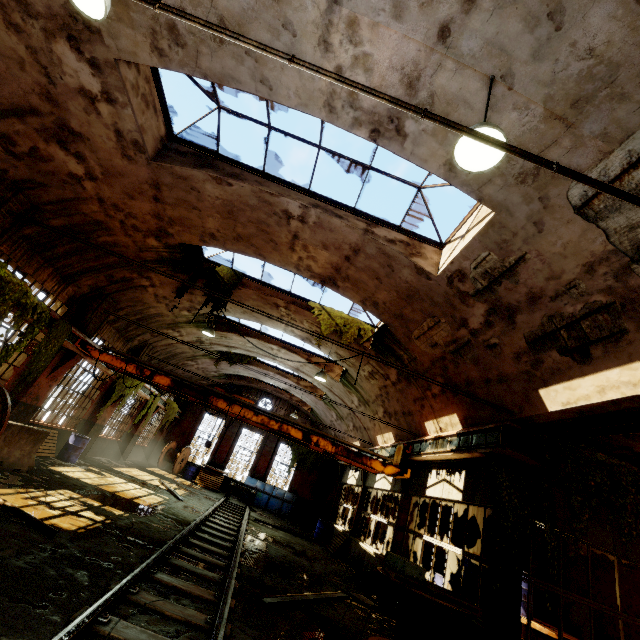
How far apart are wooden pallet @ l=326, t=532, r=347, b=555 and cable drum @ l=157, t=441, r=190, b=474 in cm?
1192

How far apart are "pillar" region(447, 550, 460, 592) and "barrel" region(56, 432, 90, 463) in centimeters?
1665cm

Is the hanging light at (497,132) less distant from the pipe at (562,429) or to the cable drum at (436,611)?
the pipe at (562,429)

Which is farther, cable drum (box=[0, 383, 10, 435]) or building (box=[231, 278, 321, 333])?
building (box=[231, 278, 321, 333])

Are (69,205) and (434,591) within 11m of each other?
no

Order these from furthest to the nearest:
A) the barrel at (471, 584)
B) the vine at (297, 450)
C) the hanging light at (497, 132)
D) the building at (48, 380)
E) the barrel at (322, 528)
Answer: the vine at (297, 450)
the barrel at (322, 528)
the barrel at (471, 584)
the building at (48, 380)
the hanging light at (497, 132)

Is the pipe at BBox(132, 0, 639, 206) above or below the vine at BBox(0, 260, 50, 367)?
above

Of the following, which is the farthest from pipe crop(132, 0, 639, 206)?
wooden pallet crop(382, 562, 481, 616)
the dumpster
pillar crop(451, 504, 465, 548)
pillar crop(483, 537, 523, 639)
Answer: pillar crop(451, 504, 465, 548)
